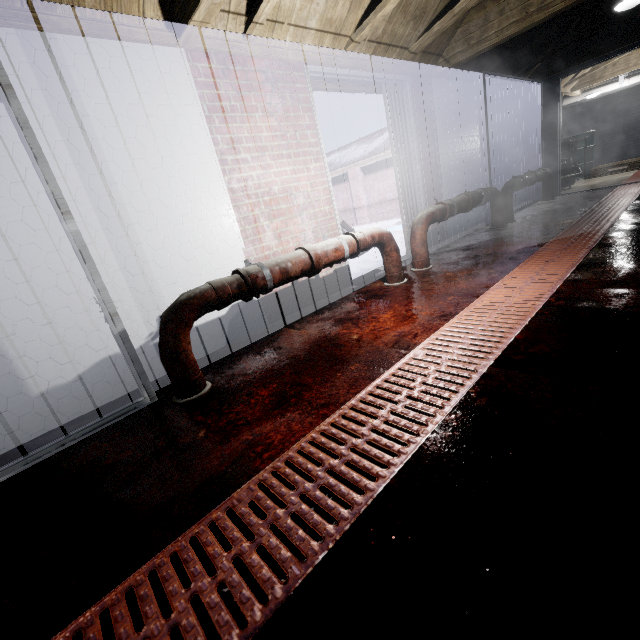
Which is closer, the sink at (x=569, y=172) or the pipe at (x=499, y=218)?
the pipe at (x=499, y=218)

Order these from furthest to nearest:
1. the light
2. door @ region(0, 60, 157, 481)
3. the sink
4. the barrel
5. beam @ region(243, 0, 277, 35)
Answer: the barrel, the sink, the light, beam @ region(243, 0, 277, 35), door @ region(0, 60, 157, 481)

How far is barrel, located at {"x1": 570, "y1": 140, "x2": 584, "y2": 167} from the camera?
7.70m

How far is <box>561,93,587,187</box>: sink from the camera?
6.5m

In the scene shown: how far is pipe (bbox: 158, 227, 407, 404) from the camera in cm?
171

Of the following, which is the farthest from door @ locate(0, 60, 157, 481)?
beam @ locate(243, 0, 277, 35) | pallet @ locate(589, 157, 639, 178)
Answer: pallet @ locate(589, 157, 639, 178)

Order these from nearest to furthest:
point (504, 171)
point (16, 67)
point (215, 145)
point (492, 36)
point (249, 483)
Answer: point (249, 483)
point (16, 67)
point (215, 145)
point (492, 36)
point (504, 171)

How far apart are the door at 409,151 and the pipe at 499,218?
0.4m
